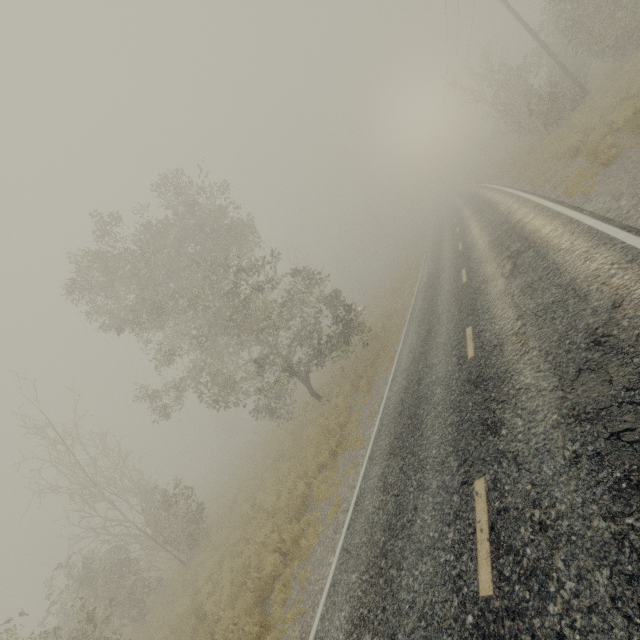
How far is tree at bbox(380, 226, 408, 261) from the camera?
53.5m

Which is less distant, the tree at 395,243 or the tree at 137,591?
the tree at 137,591

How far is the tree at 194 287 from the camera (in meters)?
13.42

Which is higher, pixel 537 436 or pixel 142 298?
pixel 142 298

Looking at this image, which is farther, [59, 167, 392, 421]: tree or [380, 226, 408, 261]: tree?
[380, 226, 408, 261]: tree

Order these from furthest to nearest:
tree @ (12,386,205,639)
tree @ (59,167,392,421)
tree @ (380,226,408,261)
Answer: tree @ (380,226,408,261) < tree @ (12,386,205,639) < tree @ (59,167,392,421)

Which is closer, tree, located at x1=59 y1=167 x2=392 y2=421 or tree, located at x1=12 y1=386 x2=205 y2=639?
tree, located at x1=59 y1=167 x2=392 y2=421
